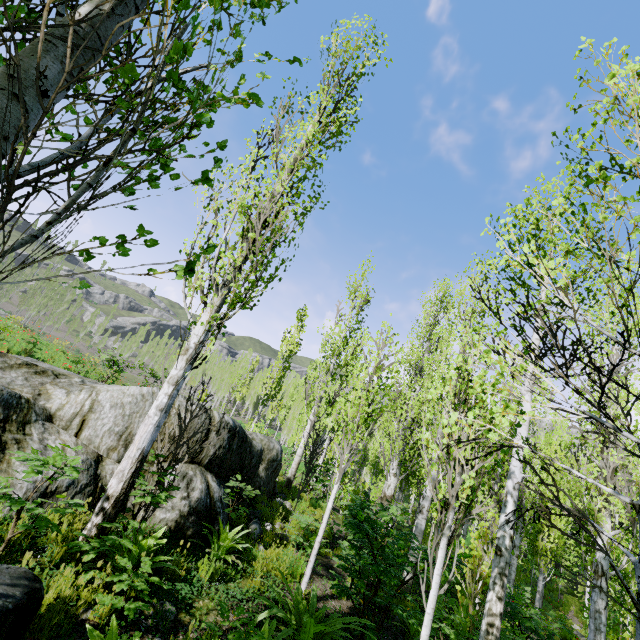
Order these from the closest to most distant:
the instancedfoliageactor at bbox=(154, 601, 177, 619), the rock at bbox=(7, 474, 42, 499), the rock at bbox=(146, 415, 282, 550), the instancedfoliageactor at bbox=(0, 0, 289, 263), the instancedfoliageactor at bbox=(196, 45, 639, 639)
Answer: the instancedfoliageactor at bbox=(0, 0, 289, 263), the instancedfoliageactor at bbox=(196, 45, 639, 639), the instancedfoliageactor at bbox=(154, 601, 177, 619), the rock at bbox=(7, 474, 42, 499), the rock at bbox=(146, 415, 282, 550)

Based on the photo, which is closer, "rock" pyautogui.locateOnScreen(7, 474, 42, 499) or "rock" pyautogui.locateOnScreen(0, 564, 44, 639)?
"rock" pyautogui.locateOnScreen(0, 564, 44, 639)

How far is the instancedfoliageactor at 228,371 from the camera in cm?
5672

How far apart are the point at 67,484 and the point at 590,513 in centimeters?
1100cm

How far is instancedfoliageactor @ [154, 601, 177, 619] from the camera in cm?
362

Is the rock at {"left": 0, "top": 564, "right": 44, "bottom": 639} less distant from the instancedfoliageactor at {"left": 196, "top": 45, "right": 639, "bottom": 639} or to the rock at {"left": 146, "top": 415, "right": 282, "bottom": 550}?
the instancedfoliageactor at {"left": 196, "top": 45, "right": 639, "bottom": 639}

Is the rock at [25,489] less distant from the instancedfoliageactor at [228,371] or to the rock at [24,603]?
the instancedfoliageactor at [228,371]

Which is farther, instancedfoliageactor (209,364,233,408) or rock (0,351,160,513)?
instancedfoliageactor (209,364,233,408)
